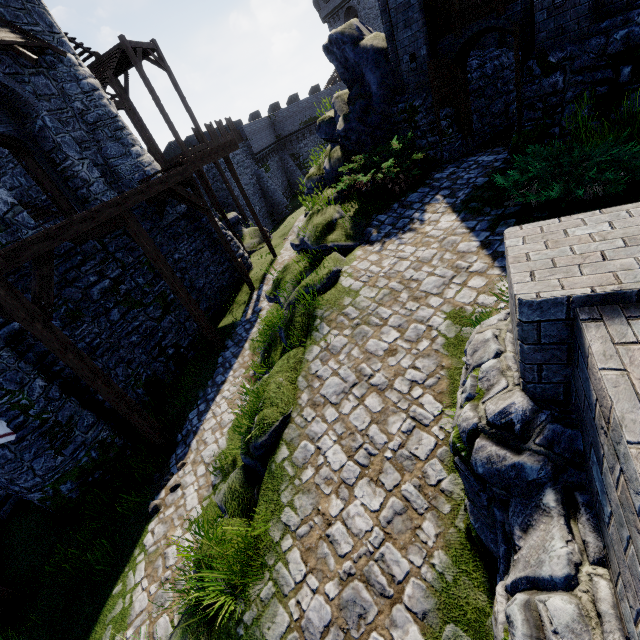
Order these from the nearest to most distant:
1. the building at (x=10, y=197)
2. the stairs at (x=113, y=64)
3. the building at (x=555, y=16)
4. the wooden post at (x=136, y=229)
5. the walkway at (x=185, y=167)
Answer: the building at (x=555, y=16) < the walkway at (x=185, y=167) < the building at (x=10, y=197) < the wooden post at (x=136, y=229) < the stairs at (x=113, y=64)

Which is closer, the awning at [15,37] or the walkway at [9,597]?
the walkway at [9,597]

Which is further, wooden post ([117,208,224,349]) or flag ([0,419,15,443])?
wooden post ([117,208,224,349])

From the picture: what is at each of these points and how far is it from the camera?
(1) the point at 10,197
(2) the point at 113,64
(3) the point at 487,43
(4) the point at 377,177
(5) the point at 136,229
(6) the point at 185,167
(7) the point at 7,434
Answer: (1) building, 9.01m
(2) stairs, 16.97m
(3) building, 11.02m
(4) bush, 8.77m
(5) wooden post, 9.53m
(6) walkway, 12.08m
(7) flag, 6.18m

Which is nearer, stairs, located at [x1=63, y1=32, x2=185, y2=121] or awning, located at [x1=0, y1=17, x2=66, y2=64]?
awning, located at [x1=0, y1=17, x2=66, y2=64]

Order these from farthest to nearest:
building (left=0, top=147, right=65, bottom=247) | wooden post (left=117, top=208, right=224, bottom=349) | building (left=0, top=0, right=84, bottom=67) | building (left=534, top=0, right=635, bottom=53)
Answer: building (left=0, top=0, right=84, bottom=67)
wooden post (left=117, top=208, right=224, bottom=349)
building (left=0, top=147, right=65, bottom=247)
building (left=534, top=0, right=635, bottom=53)

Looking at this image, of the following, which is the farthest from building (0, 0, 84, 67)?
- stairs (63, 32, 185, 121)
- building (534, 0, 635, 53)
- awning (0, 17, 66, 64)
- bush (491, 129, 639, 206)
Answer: bush (491, 129, 639, 206)

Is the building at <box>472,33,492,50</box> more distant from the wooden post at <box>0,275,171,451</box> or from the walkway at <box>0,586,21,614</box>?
the wooden post at <box>0,275,171,451</box>
